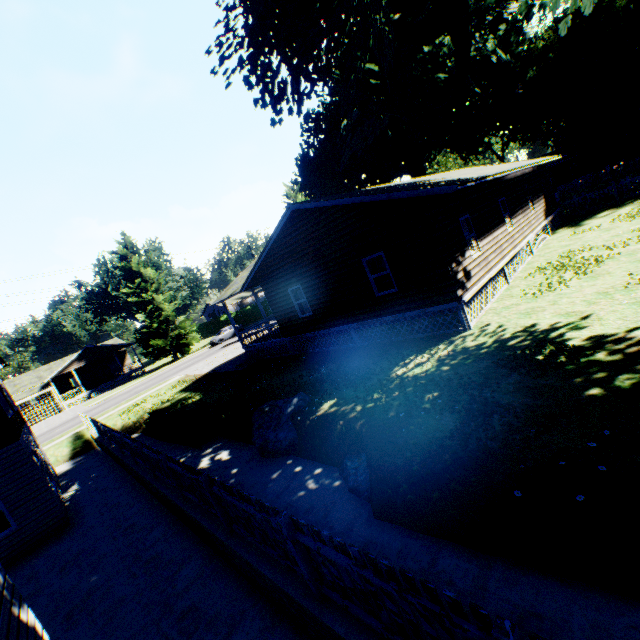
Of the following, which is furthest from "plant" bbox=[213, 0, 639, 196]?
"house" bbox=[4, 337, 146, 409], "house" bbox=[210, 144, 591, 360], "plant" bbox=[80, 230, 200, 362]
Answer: "house" bbox=[4, 337, 146, 409]

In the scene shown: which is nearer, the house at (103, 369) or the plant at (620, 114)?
the plant at (620, 114)

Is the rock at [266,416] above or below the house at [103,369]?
below

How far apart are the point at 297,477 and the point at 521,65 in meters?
50.9

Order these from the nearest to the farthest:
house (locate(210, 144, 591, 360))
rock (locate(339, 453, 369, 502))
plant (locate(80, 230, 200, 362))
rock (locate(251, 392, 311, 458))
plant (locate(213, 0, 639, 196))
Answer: rock (locate(339, 453, 369, 502)) < plant (locate(213, 0, 639, 196)) < rock (locate(251, 392, 311, 458)) < house (locate(210, 144, 591, 360)) < plant (locate(80, 230, 200, 362))

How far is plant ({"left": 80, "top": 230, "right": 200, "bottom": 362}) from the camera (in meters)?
42.22

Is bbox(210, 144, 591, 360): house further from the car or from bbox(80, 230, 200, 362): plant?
bbox(80, 230, 200, 362): plant

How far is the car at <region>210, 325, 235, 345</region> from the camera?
41.66m
